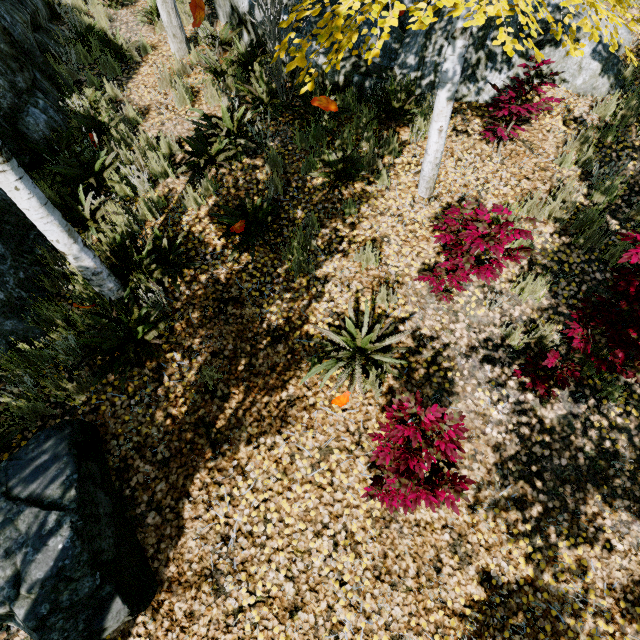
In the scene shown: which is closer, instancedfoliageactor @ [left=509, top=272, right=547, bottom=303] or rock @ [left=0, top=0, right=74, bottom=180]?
instancedfoliageactor @ [left=509, top=272, right=547, bottom=303]

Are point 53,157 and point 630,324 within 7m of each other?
no

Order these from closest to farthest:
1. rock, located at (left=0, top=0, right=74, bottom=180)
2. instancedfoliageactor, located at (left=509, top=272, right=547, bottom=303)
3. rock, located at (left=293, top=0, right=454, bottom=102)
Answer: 1. instancedfoliageactor, located at (left=509, top=272, right=547, bottom=303)
2. rock, located at (left=0, top=0, right=74, bottom=180)
3. rock, located at (left=293, top=0, right=454, bottom=102)

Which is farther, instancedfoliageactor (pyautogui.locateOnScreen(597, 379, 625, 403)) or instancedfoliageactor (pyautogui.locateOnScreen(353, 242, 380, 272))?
instancedfoliageactor (pyautogui.locateOnScreen(353, 242, 380, 272))

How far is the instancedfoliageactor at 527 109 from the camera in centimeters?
408cm

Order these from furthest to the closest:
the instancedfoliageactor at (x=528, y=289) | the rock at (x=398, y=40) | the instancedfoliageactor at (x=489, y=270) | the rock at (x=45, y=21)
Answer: the rock at (x=398, y=40) → the rock at (x=45, y=21) → the instancedfoliageactor at (x=528, y=289) → the instancedfoliageactor at (x=489, y=270)

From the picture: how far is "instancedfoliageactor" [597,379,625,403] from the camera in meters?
3.6
